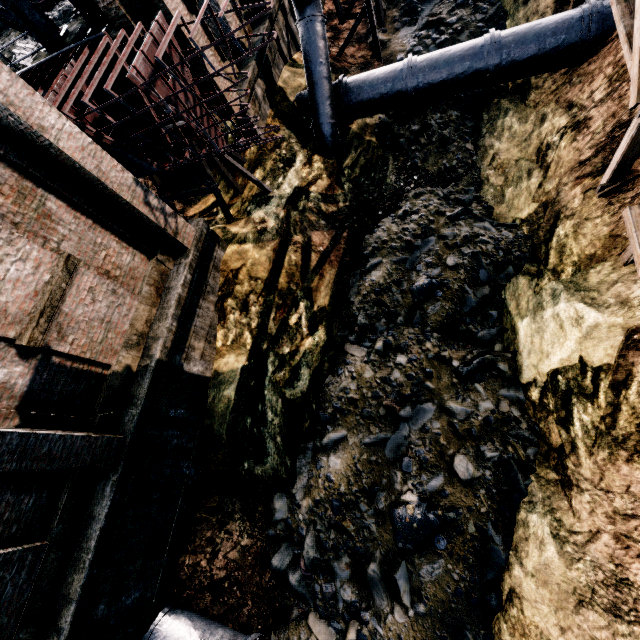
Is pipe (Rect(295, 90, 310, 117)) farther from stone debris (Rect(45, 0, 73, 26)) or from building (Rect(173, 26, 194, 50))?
stone debris (Rect(45, 0, 73, 26))

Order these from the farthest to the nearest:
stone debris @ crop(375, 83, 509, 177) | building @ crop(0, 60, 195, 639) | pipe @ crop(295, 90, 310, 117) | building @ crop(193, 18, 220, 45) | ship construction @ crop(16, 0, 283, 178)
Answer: pipe @ crop(295, 90, 310, 117)
stone debris @ crop(375, 83, 509, 177)
building @ crop(193, 18, 220, 45)
ship construction @ crop(16, 0, 283, 178)
building @ crop(0, 60, 195, 639)

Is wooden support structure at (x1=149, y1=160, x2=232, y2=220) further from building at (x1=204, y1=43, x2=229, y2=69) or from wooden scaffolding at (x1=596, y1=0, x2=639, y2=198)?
wooden scaffolding at (x1=596, y1=0, x2=639, y2=198)

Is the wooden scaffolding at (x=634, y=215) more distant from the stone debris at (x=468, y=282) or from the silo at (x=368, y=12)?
the silo at (x=368, y=12)

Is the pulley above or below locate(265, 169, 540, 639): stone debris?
above

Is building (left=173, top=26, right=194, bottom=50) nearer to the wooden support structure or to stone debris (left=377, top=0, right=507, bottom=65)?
the wooden support structure

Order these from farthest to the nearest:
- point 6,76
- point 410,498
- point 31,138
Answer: point 410,498 < point 31,138 < point 6,76

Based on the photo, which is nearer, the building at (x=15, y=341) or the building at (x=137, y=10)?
the building at (x=15, y=341)
